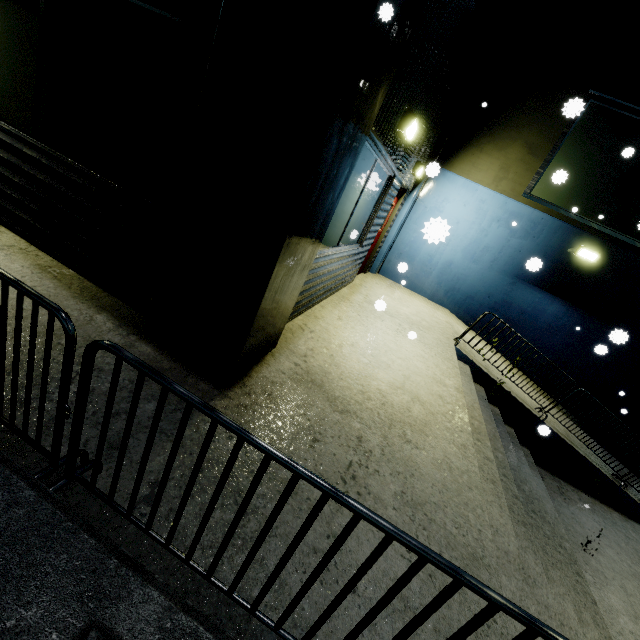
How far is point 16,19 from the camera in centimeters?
296cm

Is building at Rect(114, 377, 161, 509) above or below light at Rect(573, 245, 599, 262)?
below

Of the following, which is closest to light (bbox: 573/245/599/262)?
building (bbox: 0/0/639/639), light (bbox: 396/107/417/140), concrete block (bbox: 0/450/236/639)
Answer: building (bbox: 0/0/639/639)

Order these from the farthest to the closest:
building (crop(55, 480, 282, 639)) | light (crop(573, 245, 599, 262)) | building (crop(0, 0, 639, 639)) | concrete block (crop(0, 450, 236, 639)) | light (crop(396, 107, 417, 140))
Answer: light (crop(573, 245, 599, 262)) < light (crop(396, 107, 417, 140)) < building (crop(0, 0, 639, 639)) < building (crop(55, 480, 282, 639)) < concrete block (crop(0, 450, 236, 639))

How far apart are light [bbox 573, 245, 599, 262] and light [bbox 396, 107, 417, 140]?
6.5m

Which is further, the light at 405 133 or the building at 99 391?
the light at 405 133

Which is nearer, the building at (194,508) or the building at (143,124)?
the building at (194,508)

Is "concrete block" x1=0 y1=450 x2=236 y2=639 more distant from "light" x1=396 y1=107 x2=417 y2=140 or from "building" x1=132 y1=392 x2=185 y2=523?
"light" x1=396 y1=107 x2=417 y2=140
